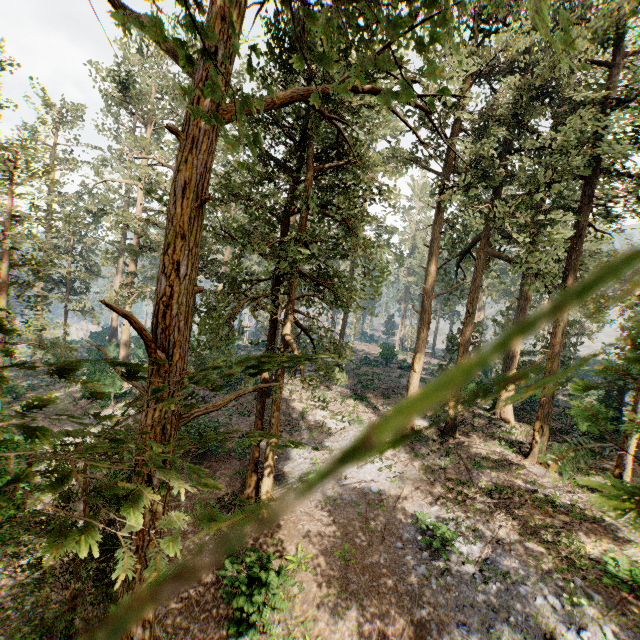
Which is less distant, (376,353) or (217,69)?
(217,69)
